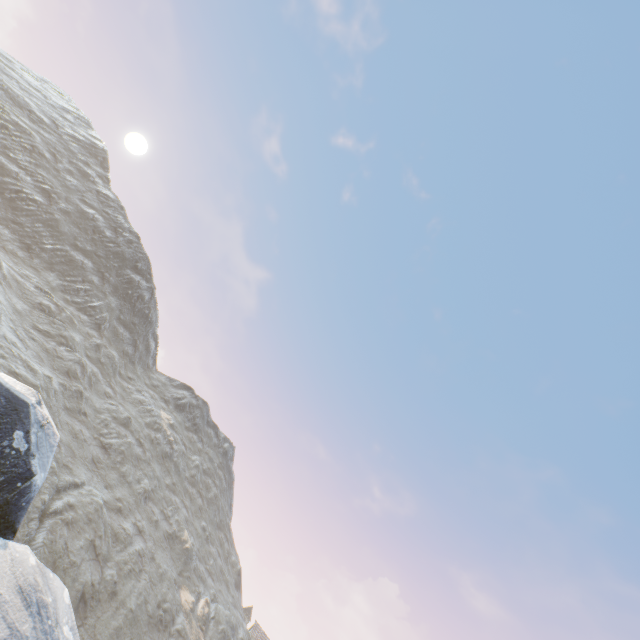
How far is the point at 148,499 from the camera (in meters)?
50.06
